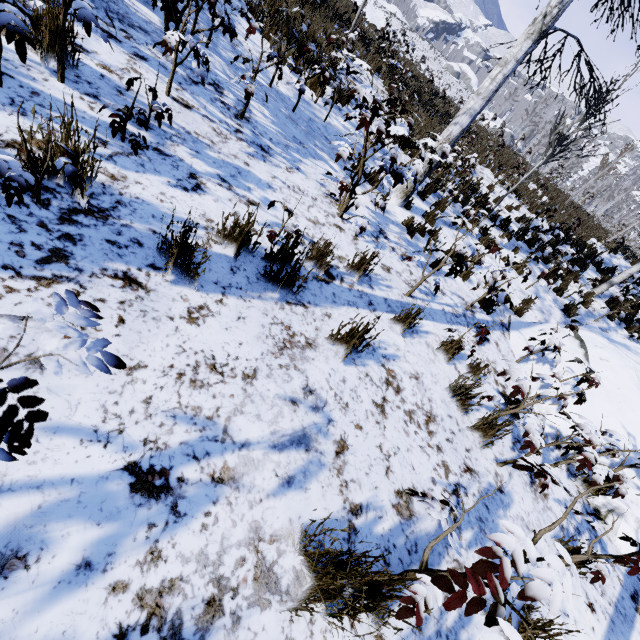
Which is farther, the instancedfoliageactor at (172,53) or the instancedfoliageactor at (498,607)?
the instancedfoliageactor at (172,53)

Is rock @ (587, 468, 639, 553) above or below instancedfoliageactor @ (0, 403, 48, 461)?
below

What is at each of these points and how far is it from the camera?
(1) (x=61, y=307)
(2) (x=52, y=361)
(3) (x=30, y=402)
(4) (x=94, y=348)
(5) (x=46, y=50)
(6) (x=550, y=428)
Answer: (1) instancedfoliageactor, 0.81m
(2) instancedfoliageactor, 0.74m
(3) instancedfoliageactor, 0.76m
(4) instancedfoliageactor, 0.83m
(5) instancedfoliageactor, 2.31m
(6) rock, 4.30m

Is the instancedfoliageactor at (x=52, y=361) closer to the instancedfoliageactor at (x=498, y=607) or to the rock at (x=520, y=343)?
the rock at (x=520, y=343)

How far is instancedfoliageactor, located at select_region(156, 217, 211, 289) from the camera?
1.90m

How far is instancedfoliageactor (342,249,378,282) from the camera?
3.5m

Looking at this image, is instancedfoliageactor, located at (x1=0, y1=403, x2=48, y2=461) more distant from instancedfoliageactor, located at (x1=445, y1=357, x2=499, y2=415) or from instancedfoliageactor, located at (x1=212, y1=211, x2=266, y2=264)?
instancedfoliageactor, located at (x1=212, y1=211, x2=266, y2=264)

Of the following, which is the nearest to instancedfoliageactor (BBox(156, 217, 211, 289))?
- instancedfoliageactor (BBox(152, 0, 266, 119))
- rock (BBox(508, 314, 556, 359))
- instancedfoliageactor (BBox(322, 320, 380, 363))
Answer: instancedfoliageactor (BBox(322, 320, 380, 363))
